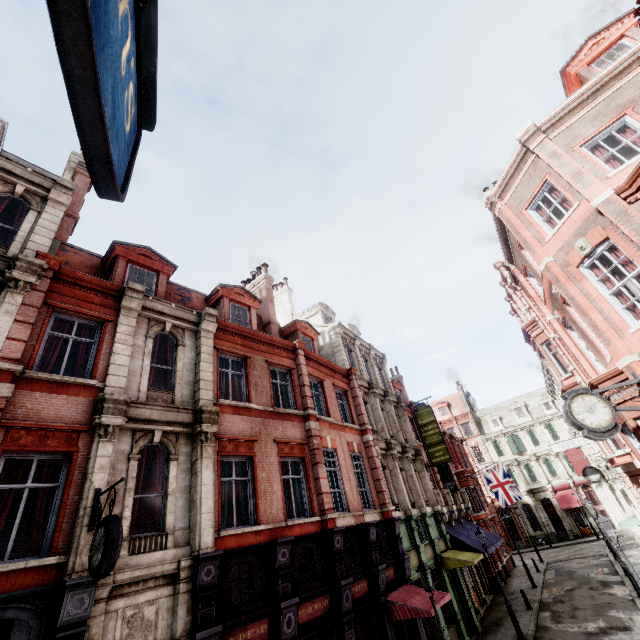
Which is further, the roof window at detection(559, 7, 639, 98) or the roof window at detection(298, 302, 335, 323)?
the roof window at detection(298, 302, 335, 323)

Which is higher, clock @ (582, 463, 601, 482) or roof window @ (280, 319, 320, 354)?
roof window @ (280, 319, 320, 354)

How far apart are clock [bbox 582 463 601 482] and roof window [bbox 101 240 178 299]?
28.01m

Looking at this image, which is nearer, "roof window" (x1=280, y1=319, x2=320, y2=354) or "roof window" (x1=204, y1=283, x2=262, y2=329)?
"roof window" (x1=204, y1=283, x2=262, y2=329)

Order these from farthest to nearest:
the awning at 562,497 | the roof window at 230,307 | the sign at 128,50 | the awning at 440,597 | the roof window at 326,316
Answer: the awning at 562,497 < the roof window at 326,316 < the roof window at 230,307 < the awning at 440,597 < the sign at 128,50

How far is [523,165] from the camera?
12.1m

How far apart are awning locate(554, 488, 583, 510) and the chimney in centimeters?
5455cm

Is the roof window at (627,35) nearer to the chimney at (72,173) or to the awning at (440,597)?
the awning at (440,597)
